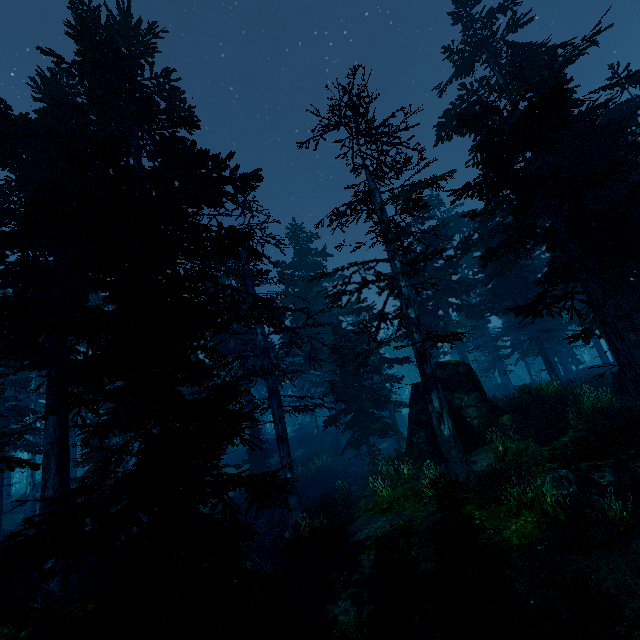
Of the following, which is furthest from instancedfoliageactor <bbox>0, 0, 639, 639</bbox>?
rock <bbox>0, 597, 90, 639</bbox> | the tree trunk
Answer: the tree trunk

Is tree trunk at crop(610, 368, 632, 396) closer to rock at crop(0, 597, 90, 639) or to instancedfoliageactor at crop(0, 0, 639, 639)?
instancedfoliageactor at crop(0, 0, 639, 639)

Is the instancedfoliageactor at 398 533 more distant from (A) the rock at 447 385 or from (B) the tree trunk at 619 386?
(B) the tree trunk at 619 386

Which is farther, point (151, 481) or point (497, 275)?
point (497, 275)

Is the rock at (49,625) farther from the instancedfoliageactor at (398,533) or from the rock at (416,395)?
the rock at (416,395)

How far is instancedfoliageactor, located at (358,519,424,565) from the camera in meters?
8.8 m

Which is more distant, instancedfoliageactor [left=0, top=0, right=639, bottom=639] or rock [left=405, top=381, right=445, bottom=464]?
rock [left=405, top=381, right=445, bottom=464]

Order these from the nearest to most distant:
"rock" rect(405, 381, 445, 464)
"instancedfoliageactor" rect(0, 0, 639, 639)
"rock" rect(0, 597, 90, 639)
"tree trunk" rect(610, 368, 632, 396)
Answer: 1. "instancedfoliageactor" rect(0, 0, 639, 639)
2. "rock" rect(0, 597, 90, 639)
3. "rock" rect(405, 381, 445, 464)
4. "tree trunk" rect(610, 368, 632, 396)
